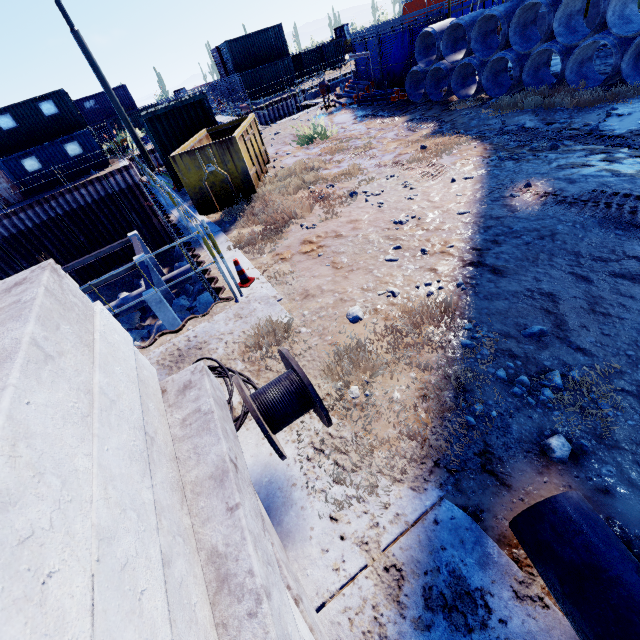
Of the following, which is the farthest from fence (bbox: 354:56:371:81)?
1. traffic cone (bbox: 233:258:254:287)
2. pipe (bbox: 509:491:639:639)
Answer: pipe (bbox: 509:491:639:639)

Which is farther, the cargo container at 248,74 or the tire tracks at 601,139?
the cargo container at 248,74

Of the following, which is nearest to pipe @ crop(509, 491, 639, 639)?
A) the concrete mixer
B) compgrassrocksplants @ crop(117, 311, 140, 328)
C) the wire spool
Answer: the wire spool

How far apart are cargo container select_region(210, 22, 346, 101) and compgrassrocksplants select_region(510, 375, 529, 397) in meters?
38.9

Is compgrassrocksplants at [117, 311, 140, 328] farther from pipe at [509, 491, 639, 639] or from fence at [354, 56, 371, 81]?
pipe at [509, 491, 639, 639]

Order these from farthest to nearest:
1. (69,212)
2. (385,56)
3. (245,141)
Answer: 1. (69,212)
2. (385,56)
3. (245,141)

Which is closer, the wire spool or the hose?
the wire spool

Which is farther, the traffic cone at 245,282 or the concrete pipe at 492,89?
the concrete pipe at 492,89
